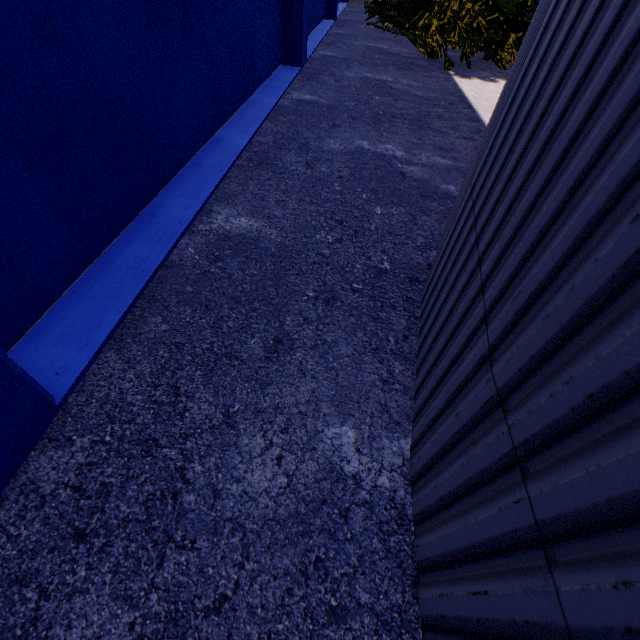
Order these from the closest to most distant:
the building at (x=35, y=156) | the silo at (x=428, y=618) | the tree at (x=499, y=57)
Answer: the silo at (x=428, y=618), the building at (x=35, y=156), the tree at (x=499, y=57)

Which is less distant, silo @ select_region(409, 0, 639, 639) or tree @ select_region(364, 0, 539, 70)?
silo @ select_region(409, 0, 639, 639)

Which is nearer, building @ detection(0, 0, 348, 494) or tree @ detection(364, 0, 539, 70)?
building @ detection(0, 0, 348, 494)

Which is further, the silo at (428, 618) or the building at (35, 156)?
the building at (35, 156)

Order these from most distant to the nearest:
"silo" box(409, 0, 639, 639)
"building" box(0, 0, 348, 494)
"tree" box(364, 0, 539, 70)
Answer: "tree" box(364, 0, 539, 70)
"building" box(0, 0, 348, 494)
"silo" box(409, 0, 639, 639)

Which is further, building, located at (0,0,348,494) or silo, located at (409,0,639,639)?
building, located at (0,0,348,494)

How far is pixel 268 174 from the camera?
4.04m
